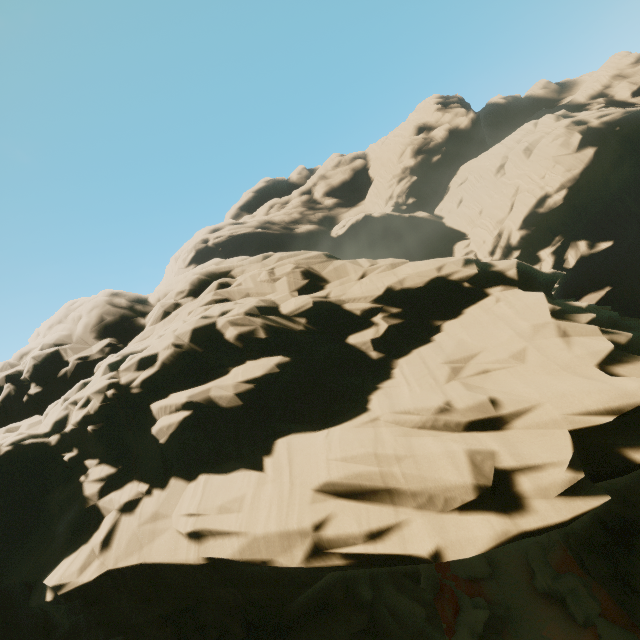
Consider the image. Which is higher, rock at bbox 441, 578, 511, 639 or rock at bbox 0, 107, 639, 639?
rock at bbox 0, 107, 639, 639

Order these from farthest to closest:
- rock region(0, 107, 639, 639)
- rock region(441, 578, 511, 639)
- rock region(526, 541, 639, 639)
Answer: rock region(441, 578, 511, 639), rock region(526, 541, 639, 639), rock region(0, 107, 639, 639)

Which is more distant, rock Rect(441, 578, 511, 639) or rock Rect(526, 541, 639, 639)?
rock Rect(441, 578, 511, 639)

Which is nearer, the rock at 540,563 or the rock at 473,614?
the rock at 540,563

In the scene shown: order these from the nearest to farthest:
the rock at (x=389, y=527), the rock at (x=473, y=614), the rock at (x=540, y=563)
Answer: the rock at (x=389, y=527)
the rock at (x=540, y=563)
the rock at (x=473, y=614)

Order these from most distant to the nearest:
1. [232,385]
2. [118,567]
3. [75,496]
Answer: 1. [75,496]
2. [232,385]
3. [118,567]
